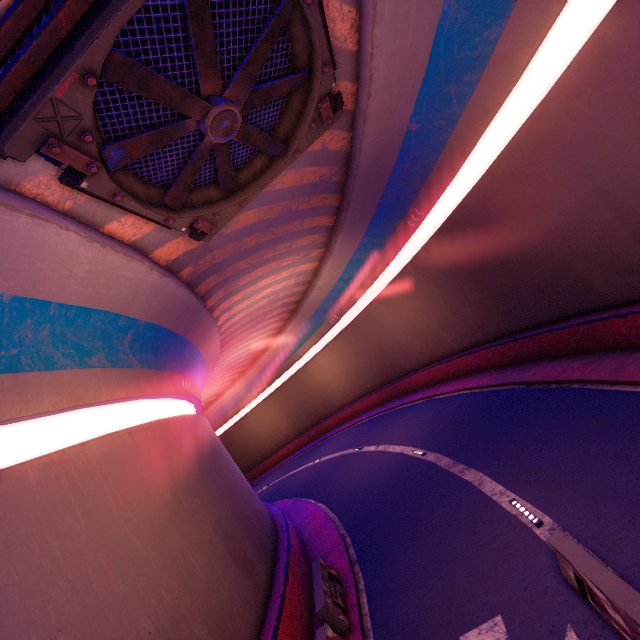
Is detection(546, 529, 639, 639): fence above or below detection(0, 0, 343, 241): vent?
below

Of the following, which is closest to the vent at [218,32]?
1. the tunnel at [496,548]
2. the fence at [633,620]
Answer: the tunnel at [496,548]

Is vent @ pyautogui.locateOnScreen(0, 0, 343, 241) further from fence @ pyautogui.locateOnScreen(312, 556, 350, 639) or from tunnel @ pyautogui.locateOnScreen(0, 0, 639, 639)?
fence @ pyautogui.locateOnScreen(312, 556, 350, 639)

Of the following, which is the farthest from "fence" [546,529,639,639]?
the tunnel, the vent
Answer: the vent

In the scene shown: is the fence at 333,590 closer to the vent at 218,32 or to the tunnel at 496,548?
the tunnel at 496,548

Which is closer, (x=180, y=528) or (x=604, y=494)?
(x=604, y=494)

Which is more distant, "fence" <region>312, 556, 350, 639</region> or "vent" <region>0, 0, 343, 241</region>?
"fence" <region>312, 556, 350, 639</region>
